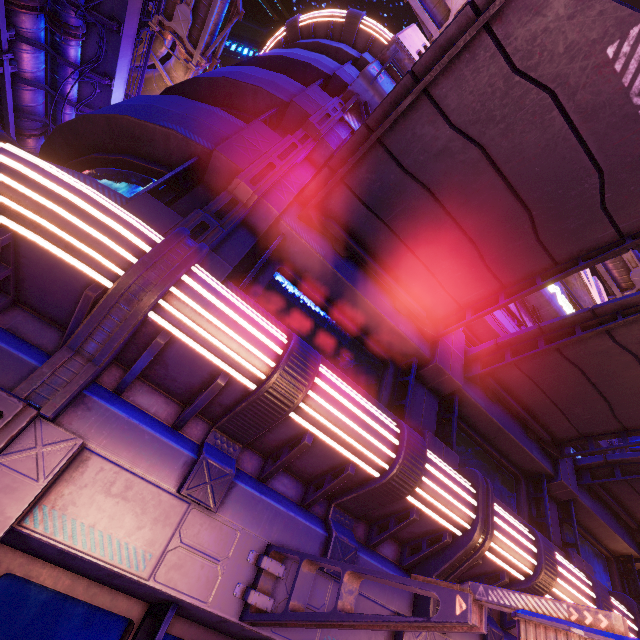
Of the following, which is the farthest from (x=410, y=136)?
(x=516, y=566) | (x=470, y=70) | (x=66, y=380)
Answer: (x=516, y=566)

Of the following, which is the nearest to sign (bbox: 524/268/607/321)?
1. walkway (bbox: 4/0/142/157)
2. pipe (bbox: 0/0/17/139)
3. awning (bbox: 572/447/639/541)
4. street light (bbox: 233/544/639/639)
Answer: pipe (bbox: 0/0/17/139)

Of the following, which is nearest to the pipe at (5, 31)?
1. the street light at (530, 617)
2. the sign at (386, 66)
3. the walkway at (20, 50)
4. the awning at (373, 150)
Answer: the walkway at (20, 50)

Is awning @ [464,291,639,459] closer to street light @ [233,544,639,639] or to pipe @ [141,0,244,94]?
street light @ [233,544,639,639]

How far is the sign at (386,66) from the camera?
7.7 meters

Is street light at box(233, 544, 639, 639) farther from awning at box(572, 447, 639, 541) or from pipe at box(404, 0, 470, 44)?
pipe at box(404, 0, 470, 44)

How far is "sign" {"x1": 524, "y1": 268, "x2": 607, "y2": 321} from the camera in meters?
10.1 m

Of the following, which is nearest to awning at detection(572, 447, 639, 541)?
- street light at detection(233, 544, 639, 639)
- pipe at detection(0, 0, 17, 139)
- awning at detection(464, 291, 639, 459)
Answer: awning at detection(464, 291, 639, 459)
